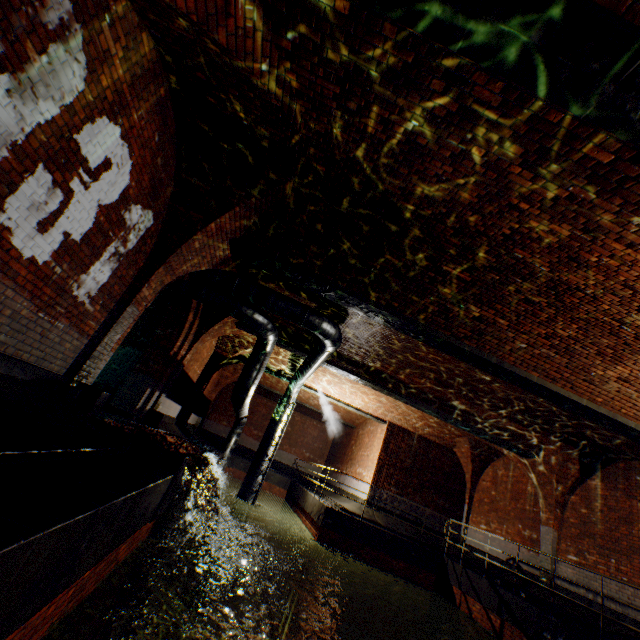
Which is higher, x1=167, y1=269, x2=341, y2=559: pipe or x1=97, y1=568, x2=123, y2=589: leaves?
x1=167, y1=269, x2=341, y2=559: pipe

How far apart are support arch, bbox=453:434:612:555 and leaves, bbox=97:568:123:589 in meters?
11.3 m

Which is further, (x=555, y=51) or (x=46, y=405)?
(x=46, y=405)

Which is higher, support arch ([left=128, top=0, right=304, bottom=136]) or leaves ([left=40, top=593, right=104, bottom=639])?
support arch ([left=128, top=0, right=304, bottom=136])

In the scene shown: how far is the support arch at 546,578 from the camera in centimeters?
1045cm

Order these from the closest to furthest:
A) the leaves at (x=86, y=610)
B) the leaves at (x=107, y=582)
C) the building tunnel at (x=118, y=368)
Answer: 1. the leaves at (x=86, y=610)
2. the leaves at (x=107, y=582)
3. the building tunnel at (x=118, y=368)

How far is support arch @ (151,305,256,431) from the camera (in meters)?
10.50
